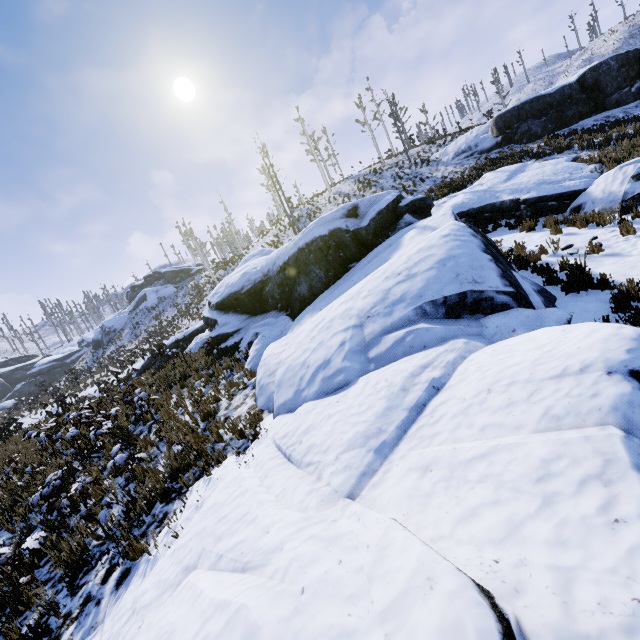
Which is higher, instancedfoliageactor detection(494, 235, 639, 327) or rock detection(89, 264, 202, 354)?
rock detection(89, 264, 202, 354)

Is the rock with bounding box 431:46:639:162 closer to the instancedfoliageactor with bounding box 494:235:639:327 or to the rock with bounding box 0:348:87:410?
the instancedfoliageactor with bounding box 494:235:639:327

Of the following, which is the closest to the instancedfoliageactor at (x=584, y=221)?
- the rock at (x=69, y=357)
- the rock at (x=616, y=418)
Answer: the rock at (x=616, y=418)

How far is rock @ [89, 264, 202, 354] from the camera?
48.0 meters

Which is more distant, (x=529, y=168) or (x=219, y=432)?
(x=529, y=168)

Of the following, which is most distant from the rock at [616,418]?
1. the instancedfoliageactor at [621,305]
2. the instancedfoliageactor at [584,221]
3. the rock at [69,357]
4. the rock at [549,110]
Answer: the rock at [69,357]

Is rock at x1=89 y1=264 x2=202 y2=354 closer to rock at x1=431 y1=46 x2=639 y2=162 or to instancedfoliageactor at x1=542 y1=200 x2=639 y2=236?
rock at x1=431 y1=46 x2=639 y2=162

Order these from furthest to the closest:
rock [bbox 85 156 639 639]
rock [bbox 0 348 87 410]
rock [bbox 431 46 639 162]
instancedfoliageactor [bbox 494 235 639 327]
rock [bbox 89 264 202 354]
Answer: rock [bbox 0 348 87 410], rock [bbox 89 264 202 354], rock [bbox 431 46 639 162], instancedfoliageactor [bbox 494 235 639 327], rock [bbox 85 156 639 639]
